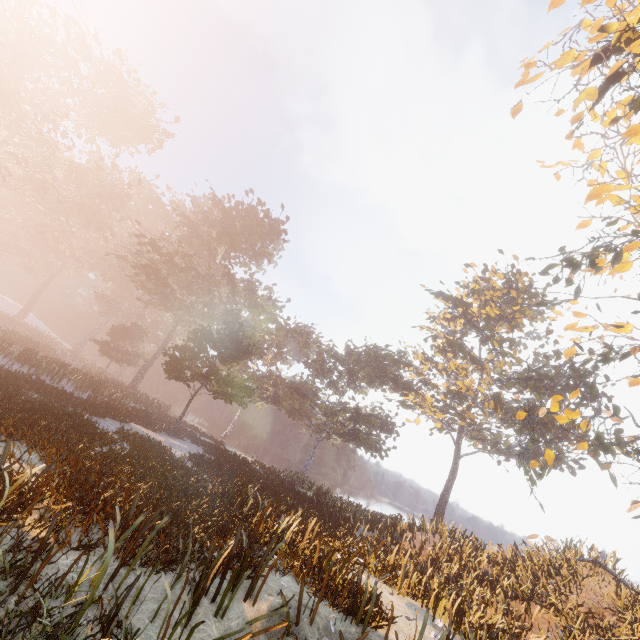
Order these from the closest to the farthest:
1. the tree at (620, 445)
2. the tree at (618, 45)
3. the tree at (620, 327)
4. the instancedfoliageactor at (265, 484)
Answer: the instancedfoliageactor at (265, 484) → the tree at (618, 45) → the tree at (620, 445) → the tree at (620, 327)

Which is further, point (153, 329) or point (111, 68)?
point (153, 329)

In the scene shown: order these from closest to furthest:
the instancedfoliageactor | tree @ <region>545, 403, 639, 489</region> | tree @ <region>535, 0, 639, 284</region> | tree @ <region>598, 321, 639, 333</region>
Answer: the instancedfoliageactor → tree @ <region>535, 0, 639, 284</region> → tree @ <region>545, 403, 639, 489</region> → tree @ <region>598, 321, 639, 333</region>

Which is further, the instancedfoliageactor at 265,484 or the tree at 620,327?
the tree at 620,327

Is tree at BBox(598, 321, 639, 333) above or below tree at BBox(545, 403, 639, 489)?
above

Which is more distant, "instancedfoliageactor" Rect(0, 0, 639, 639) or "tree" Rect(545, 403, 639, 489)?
"tree" Rect(545, 403, 639, 489)

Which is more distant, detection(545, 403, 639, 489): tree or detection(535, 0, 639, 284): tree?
detection(545, 403, 639, 489): tree
